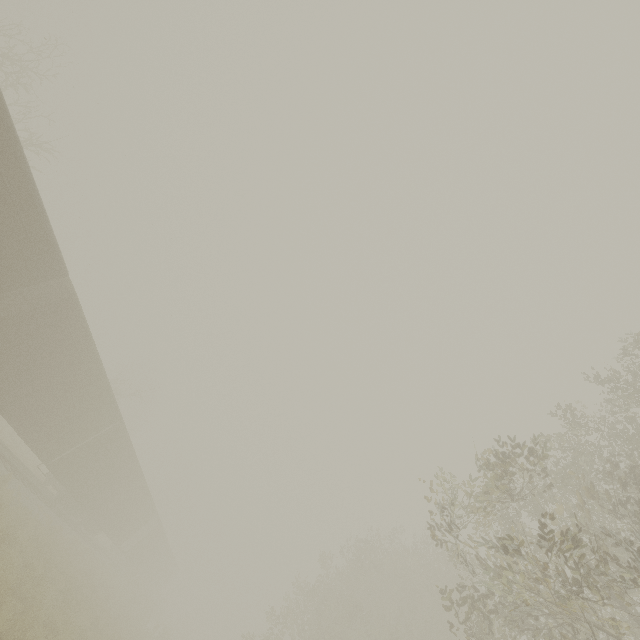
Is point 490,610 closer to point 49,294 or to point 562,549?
point 562,549

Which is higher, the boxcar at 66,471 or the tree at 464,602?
the tree at 464,602

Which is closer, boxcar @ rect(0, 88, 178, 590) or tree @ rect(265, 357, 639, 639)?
tree @ rect(265, 357, 639, 639)

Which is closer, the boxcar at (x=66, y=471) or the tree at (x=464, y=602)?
the tree at (x=464, y=602)

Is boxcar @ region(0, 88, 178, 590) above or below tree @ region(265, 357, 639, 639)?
below
